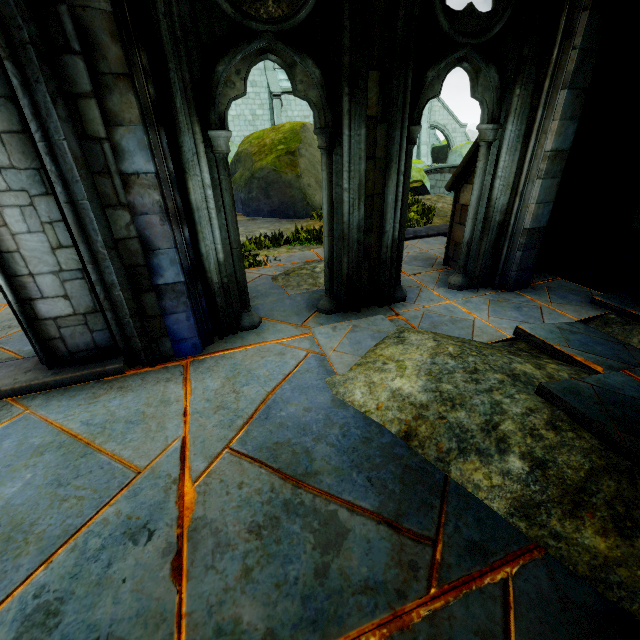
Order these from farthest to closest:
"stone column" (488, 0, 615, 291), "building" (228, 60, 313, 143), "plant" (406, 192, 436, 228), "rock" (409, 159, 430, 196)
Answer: "building" (228, 60, 313, 143) < "rock" (409, 159, 430, 196) < "plant" (406, 192, 436, 228) < "stone column" (488, 0, 615, 291)

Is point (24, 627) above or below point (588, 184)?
below

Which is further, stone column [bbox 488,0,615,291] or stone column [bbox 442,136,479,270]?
stone column [bbox 442,136,479,270]

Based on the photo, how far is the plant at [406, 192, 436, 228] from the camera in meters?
8.9 m

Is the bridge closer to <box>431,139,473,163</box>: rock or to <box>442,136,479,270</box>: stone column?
<box>431,139,473,163</box>: rock

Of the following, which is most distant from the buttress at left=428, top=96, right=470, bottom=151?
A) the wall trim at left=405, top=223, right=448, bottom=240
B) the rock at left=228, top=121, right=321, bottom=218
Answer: the wall trim at left=405, top=223, right=448, bottom=240

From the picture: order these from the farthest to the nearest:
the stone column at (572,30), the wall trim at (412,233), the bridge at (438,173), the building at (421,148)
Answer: the building at (421,148) < the bridge at (438,173) < the wall trim at (412,233) < the stone column at (572,30)

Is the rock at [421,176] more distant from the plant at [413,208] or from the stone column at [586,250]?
the stone column at [586,250]
